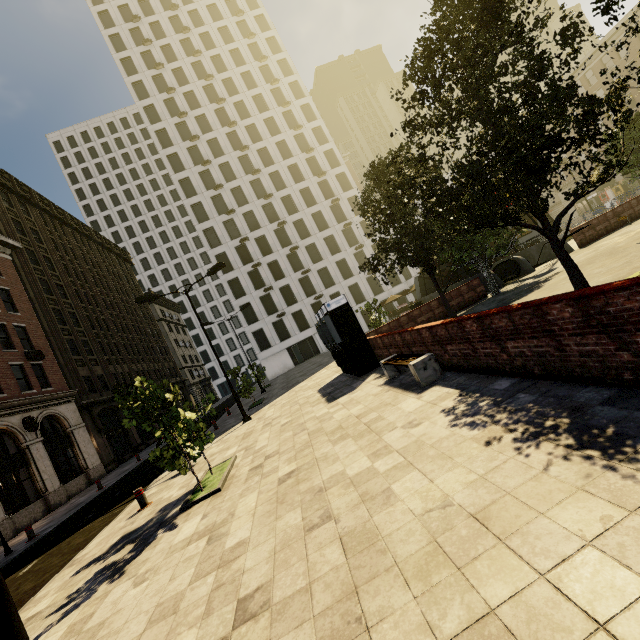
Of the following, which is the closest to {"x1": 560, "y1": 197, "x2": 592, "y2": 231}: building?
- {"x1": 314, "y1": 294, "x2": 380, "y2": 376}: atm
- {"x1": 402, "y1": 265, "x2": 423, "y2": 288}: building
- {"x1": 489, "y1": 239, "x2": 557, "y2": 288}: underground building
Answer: {"x1": 402, "y1": 265, "x2": 423, "y2": 288}: building

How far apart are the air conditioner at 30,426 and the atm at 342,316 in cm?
1895

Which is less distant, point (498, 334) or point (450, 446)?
point (450, 446)

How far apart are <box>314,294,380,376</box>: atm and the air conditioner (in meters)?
18.95

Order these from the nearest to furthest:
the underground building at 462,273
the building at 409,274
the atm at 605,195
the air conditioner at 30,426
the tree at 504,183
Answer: the tree at 504,183, the air conditioner at 30,426, the underground building at 462,273, the atm at 605,195, the building at 409,274

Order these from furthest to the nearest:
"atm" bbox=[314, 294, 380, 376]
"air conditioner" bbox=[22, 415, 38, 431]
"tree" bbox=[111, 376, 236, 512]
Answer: "air conditioner" bbox=[22, 415, 38, 431]
"atm" bbox=[314, 294, 380, 376]
"tree" bbox=[111, 376, 236, 512]

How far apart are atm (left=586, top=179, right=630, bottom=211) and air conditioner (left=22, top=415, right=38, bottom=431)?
69.87m

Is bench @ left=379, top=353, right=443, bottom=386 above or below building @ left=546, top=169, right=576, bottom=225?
below
